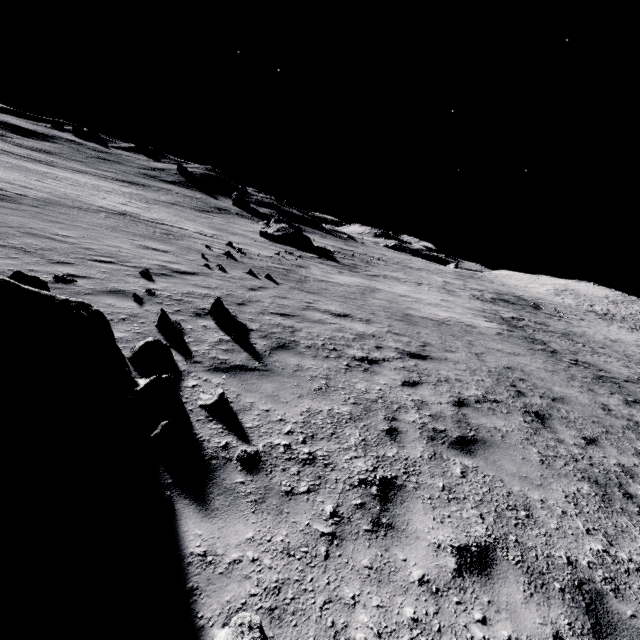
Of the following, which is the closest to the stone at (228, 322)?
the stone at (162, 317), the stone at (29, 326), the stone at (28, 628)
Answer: the stone at (162, 317)

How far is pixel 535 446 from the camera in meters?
6.1

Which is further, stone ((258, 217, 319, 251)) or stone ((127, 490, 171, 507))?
stone ((258, 217, 319, 251))

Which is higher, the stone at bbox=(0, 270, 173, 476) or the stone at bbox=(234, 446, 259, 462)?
the stone at bbox=(0, 270, 173, 476)

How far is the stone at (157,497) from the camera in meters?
2.8

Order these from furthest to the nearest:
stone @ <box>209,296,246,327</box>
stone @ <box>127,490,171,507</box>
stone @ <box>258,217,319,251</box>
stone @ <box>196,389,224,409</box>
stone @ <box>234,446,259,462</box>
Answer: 1. stone @ <box>258,217,319,251</box>
2. stone @ <box>209,296,246,327</box>
3. stone @ <box>196,389,224,409</box>
4. stone @ <box>234,446,259,462</box>
5. stone @ <box>127,490,171,507</box>

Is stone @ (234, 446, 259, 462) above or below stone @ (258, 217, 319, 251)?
below

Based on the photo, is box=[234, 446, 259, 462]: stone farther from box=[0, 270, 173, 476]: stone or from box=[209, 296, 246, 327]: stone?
box=[209, 296, 246, 327]: stone
